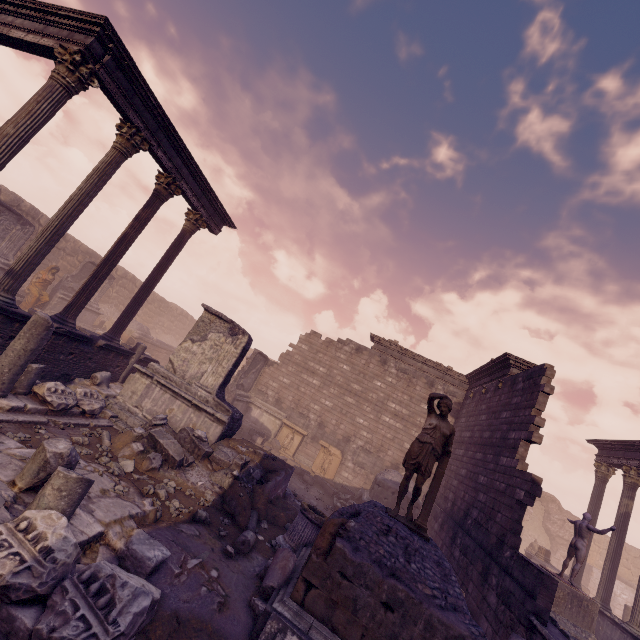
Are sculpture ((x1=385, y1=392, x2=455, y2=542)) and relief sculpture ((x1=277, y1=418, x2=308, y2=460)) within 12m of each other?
yes

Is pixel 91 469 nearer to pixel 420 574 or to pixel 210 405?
pixel 210 405

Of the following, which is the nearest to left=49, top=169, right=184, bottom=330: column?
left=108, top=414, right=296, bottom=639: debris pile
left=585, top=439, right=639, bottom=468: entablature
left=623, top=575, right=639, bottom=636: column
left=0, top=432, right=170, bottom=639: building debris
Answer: left=108, top=414, right=296, bottom=639: debris pile

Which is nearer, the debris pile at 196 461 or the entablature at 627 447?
the debris pile at 196 461

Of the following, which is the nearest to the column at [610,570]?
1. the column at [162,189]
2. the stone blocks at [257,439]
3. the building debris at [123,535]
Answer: the building debris at [123,535]

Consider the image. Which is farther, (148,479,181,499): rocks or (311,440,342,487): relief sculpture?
(311,440,342,487): relief sculpture

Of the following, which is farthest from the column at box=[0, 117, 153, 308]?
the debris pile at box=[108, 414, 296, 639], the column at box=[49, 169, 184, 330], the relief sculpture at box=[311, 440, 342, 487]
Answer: the relief sculpture at box=[311, 440, 342, 487]

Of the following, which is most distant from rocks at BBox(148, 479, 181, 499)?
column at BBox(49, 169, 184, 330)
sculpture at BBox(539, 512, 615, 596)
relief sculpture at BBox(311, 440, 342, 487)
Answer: sculpture at BBox(539, 512, 615, 596)
